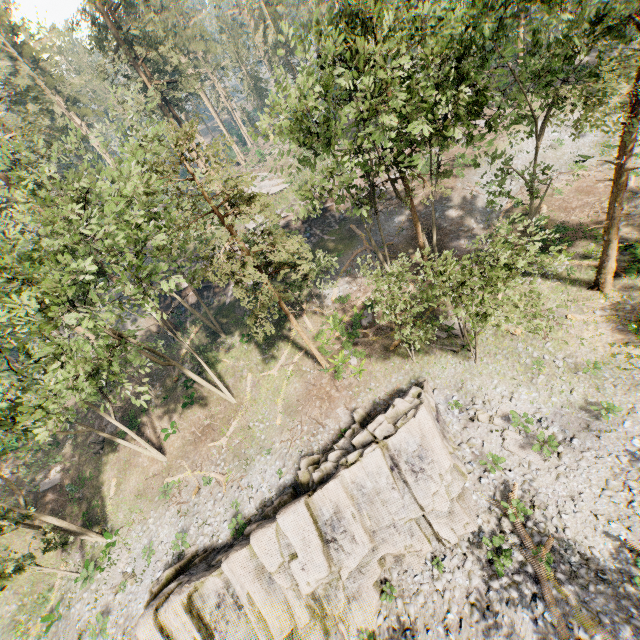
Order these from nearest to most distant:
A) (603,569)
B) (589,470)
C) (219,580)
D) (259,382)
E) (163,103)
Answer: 1. (603,569)
2. (589,470)
3. (219,580)
4. (259,382)
5. (163,103)

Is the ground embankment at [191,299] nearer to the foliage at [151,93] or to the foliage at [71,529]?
the foliage at [151,93]

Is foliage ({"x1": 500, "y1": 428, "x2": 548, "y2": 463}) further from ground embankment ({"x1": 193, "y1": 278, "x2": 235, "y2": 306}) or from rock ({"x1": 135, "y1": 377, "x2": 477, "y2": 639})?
ground embankment ({"x1": 193, "y1": 278, "x2": 235, "y2": 306})

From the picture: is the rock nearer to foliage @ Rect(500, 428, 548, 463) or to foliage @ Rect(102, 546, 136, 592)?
foliage @ Rect(500, 428, 548, 463)

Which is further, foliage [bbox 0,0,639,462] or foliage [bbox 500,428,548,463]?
foliage [bbox 500,428,548,463]

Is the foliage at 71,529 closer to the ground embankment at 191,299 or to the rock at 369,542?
the rock at 369,542

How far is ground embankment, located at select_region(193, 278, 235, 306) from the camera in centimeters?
3653cm

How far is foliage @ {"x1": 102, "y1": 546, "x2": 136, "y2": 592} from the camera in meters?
20.8
